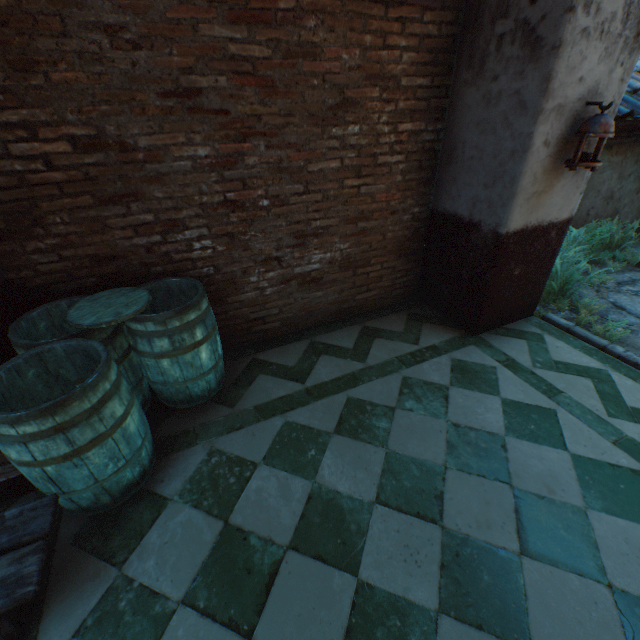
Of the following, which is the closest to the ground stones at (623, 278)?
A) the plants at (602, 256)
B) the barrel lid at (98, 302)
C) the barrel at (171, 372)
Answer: the plants at (602, 256)

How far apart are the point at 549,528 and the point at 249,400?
2.33m

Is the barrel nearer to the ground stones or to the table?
the table

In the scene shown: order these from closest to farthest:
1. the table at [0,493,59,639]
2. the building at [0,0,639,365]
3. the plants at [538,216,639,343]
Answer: the table at [0,493,59,639] → the building at [0,0,639,365] → the plants at [538,216,639,343]

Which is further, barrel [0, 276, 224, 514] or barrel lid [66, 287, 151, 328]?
barrel lid [66, 287, 151, 328]

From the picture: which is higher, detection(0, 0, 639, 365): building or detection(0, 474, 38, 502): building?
detection(0, 0, 639, 365): building

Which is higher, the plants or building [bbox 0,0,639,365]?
building [bbox 0,0,639,365]

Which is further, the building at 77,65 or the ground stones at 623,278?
the ground stones at 623,278
